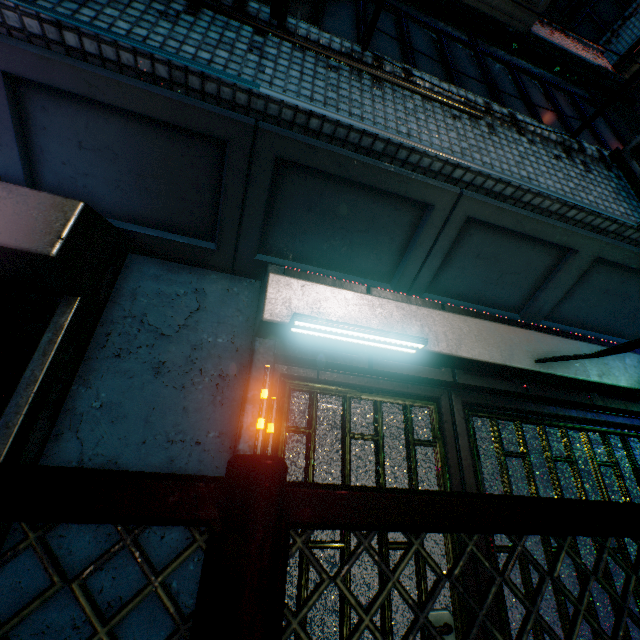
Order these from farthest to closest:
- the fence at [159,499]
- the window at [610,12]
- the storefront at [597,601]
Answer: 1. the window at [610,12]
2. the storefront at [597,601]
3. the fence at [159,499]

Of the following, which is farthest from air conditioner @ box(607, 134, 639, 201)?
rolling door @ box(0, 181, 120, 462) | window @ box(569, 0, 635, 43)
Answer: window @ box(569, 0, 635, 43)

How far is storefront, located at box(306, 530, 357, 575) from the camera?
1.4 meters

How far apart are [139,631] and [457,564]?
1.27m

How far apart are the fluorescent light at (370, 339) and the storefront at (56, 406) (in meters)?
0.95

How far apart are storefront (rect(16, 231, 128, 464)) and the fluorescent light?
1.0m

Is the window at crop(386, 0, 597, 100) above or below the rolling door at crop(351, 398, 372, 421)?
above

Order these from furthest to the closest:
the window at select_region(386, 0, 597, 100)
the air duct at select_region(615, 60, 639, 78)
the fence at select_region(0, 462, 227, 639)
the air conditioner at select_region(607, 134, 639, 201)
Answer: the air duct at select_region(615, 60, 639, 78) → the window at select_region(386, 0, 597, 100) → the air conditioner at select_region(607, 134, 639, 201) → the fence at select_region(0, 462, 227, 639)
